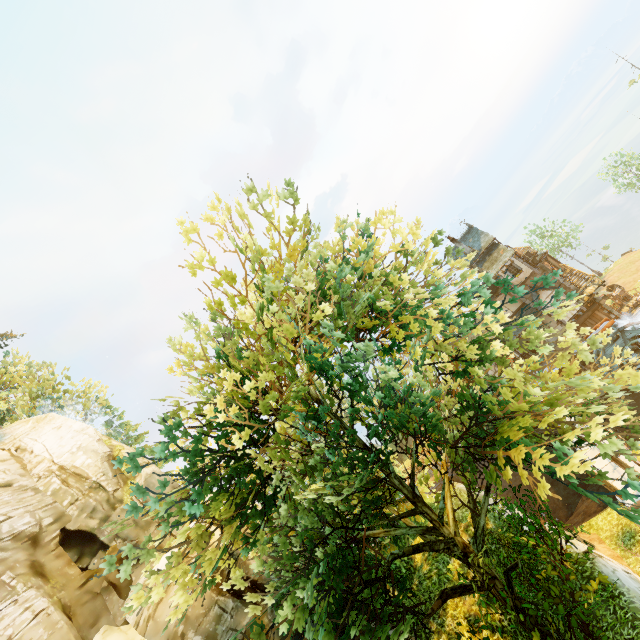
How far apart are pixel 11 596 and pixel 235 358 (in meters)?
10.61

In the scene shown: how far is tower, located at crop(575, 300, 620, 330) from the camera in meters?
31.9

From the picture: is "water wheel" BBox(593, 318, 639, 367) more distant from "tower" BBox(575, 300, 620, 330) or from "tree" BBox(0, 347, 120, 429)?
"tree" BBox(0, 347, 120, 429)

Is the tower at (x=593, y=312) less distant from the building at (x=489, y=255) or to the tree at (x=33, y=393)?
the building at (x=489, y=255)

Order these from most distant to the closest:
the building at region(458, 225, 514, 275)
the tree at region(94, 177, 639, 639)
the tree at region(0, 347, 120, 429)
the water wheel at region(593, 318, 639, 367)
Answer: the building at region(458, 225, 514, 275)
the water wheel at region(593, 318, 639, 367)
the tree at region(0, 347, 120, 429)
the tree at region(94, 177, 639, 639)

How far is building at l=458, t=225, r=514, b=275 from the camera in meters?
32.2

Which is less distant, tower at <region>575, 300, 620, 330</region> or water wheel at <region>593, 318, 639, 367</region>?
water wheel at <region>593, 318, 639, 367</region>

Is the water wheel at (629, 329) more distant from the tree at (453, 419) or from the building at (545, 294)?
the tree at (453, 419)
